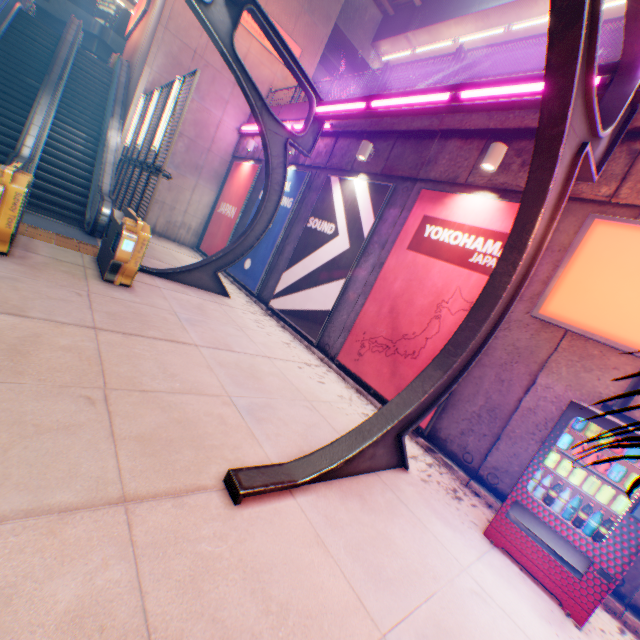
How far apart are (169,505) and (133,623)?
0.8m

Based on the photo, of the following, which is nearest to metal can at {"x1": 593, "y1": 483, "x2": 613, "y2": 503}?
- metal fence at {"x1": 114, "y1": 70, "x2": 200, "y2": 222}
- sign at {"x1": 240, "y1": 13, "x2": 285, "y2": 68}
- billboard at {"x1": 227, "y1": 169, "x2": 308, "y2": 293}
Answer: metal fence at {"x1": 114, "y1": 70, "x2": 200, "y2": 222}

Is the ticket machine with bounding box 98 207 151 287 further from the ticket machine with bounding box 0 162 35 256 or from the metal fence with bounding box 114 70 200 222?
the ticket machine with bounding box 0 162 35 256

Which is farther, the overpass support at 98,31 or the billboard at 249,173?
the overpass support at 98,31

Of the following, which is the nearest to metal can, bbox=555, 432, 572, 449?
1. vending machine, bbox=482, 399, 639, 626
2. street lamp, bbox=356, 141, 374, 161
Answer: vending machine, bbox=482, 399, 639, 626

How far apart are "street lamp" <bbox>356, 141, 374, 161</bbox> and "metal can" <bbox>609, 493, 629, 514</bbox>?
7.5m

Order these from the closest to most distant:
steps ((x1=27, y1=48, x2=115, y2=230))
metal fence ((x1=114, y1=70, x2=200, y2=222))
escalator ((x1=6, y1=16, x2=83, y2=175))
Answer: metal fence ((x1=114, y1=70, x2=200, y2=222)) < escalator ((x1=6, y1=16, x2=83, y2=175)) < steps ((x1=27, y1=48, x2=115, y2=230))

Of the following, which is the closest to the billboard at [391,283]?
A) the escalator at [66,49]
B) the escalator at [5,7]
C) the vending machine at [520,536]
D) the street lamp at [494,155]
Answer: the street lamp at [494,155]
